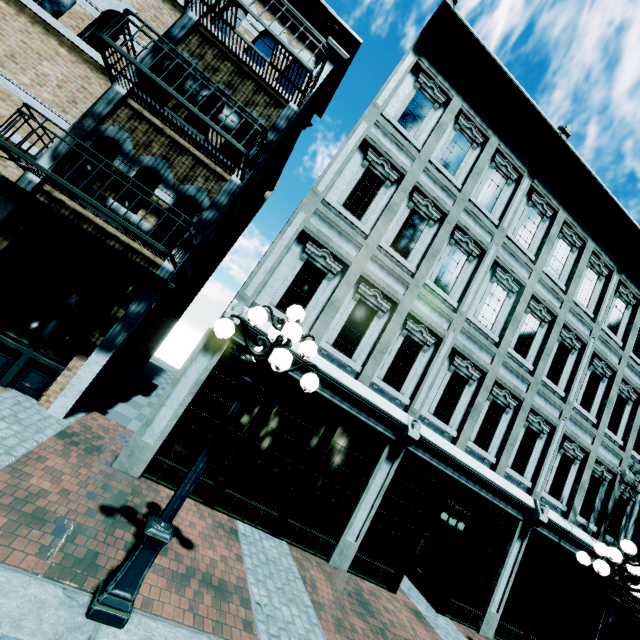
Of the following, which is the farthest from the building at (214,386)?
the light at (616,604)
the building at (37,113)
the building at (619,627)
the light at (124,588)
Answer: the light at (616,604)

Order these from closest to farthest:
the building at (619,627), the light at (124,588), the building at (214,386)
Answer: the light at (124,588), the building at (214,386), the building at (619,627)

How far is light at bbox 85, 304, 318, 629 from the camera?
3.12m

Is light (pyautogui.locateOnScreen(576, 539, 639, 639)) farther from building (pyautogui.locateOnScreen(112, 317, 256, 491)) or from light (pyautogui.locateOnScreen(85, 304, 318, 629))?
light (pyautogui.locateOnScreen(85, 304, 318, 629))

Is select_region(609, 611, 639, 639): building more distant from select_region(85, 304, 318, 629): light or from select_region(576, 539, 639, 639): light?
select_region(85, 304, 318, 629): light

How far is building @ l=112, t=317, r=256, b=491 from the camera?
5.98m

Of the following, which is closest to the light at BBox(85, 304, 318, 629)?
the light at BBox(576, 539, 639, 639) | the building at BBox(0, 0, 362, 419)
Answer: the building at BBox(0, 0, 362, 419)

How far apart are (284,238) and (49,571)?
6.2 meters
